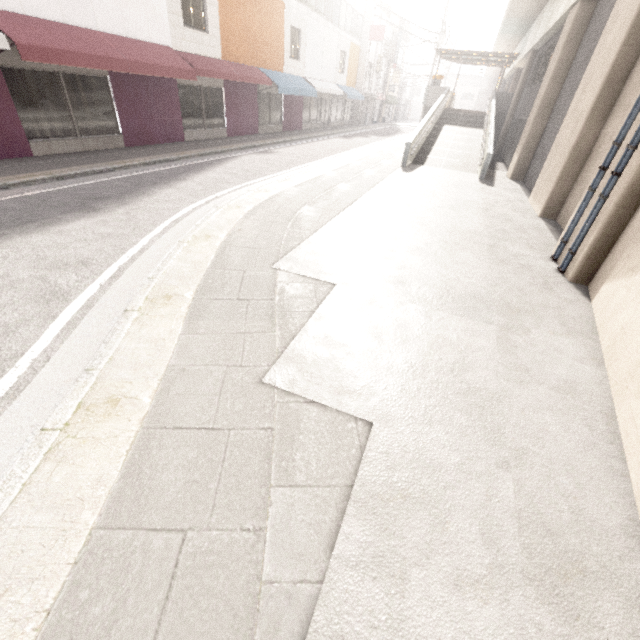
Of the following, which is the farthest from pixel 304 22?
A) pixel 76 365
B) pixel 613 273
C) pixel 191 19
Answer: pixel 76 365

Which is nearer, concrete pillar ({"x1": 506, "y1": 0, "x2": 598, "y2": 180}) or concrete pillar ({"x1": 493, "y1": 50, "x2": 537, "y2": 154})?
concrete pillar ({"x1": 506, "y1": 0, "x2": 598, "y2": 180})

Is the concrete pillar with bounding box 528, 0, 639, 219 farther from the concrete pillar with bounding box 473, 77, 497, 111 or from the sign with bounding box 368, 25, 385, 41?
the concrete pillar with bounding box 473, 77, 497, 111

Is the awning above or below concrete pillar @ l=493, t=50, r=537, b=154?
below

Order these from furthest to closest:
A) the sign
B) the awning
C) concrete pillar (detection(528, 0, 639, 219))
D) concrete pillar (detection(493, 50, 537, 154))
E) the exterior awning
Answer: the sign → the exterior awning → concrete pillar (detection(493, 50, 537, 154)) → the awning → concrete pillar (detection(528, 0, 639, 219))

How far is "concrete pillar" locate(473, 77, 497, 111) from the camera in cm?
5462

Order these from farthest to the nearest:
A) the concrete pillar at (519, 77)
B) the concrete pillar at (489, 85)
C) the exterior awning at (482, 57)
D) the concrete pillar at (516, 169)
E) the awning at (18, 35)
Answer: the concrete pillar at (489, 85) < the exterior awning at (482, 57) < the concrete pillar at (519, 77) < the concrete pillar at (516, 169) < the awning at (18, 35)

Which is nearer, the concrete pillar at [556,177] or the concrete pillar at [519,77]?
the concrete pillar at [556,177]
